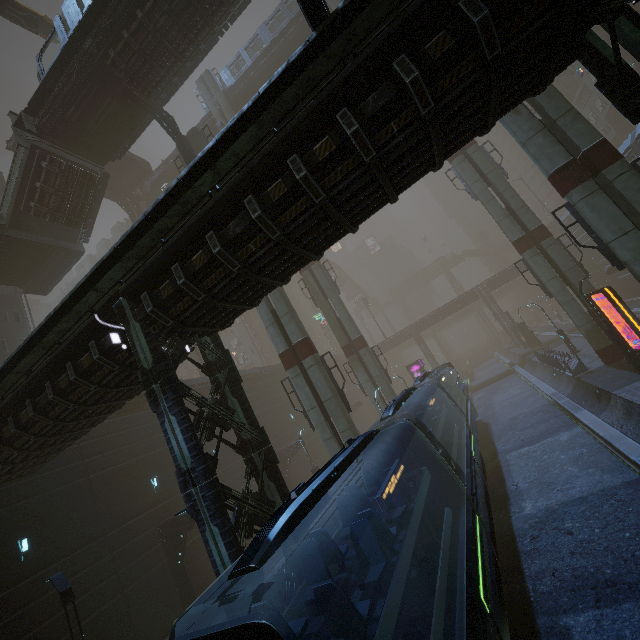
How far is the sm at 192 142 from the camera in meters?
22.0

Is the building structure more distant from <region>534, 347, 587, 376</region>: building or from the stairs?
the stairs

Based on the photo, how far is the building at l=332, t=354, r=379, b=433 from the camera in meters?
48.8 m

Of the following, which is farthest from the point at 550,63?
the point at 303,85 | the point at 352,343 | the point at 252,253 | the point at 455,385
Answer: the point at 352,343

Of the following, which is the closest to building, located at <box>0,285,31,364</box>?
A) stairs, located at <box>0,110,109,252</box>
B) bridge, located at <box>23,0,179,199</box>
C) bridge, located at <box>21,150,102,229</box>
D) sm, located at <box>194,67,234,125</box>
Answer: bridge, located at <box>23,0,179,199</box>

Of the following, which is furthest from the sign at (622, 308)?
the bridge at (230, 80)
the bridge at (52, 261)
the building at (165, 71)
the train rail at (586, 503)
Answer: the bridge at (230, 80)

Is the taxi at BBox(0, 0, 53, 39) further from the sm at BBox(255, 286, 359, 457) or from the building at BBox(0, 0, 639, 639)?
the sm at BBox(255, 286, 359, 457)
